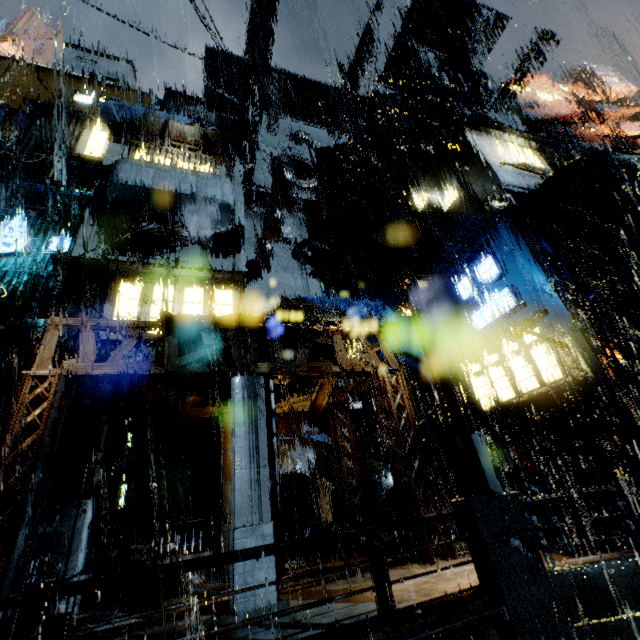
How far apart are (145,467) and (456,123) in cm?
2886

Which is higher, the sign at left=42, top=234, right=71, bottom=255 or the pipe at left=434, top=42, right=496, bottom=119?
the pipe at left=434, top=42, right=496, bottom=119

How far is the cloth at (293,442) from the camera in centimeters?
1504cm

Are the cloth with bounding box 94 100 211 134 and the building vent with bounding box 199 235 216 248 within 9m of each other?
yes

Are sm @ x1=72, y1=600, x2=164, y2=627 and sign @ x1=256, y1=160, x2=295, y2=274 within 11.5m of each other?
no

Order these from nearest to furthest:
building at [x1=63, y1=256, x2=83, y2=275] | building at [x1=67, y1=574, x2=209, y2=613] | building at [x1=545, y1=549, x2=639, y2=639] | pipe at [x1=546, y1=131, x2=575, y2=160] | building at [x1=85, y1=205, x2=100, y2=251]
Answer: building at [x1=545, y1=549, x2=639, y2=639] < building at [x1=67, y1=574, x2=209, y2=613] < building at [x1=63, y1=256, x2=83, y2=275] < building at [x1=85, y1=205, x2=100, y2=251] < pipe at [x1=546, y1=131, x2=575, y2=160]

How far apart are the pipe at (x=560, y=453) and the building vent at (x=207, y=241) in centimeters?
1938cm

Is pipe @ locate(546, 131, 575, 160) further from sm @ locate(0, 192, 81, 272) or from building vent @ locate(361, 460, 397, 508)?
sm @ locate(0, 192, 81, 272)
